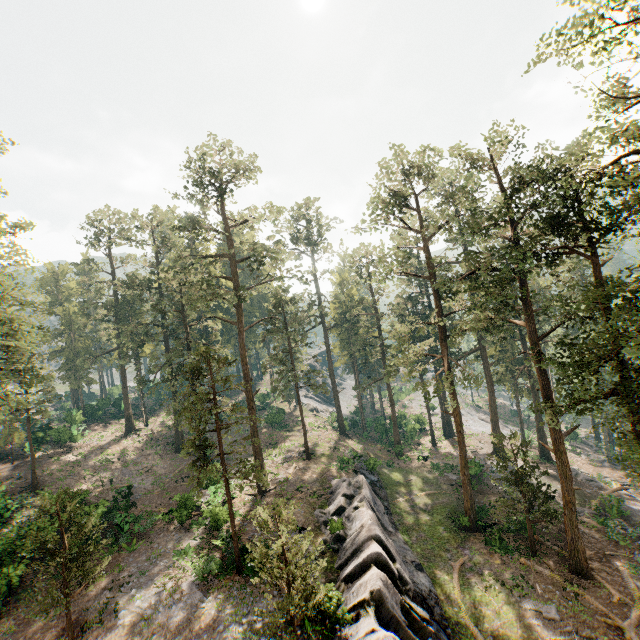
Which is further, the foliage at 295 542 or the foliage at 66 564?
the foliage at 66 564

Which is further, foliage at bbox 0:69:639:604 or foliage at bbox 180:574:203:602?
foliage at bbox 180:574:203:602

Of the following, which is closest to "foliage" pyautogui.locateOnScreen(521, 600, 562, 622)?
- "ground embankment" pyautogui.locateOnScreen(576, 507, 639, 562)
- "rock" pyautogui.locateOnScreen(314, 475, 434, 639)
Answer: "ground embankment" pyautogui.locateOnScreen(576, 507, 639, 562)

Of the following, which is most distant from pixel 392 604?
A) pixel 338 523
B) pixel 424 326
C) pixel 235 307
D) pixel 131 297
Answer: pixel 131 297

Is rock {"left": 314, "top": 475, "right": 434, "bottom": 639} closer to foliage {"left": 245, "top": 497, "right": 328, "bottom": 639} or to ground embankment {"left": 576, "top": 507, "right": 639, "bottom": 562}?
foliage {"left": 245, "top": 497, "right": 328, "bottom": 639}

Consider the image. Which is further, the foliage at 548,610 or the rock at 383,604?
the foliage at 548,610
